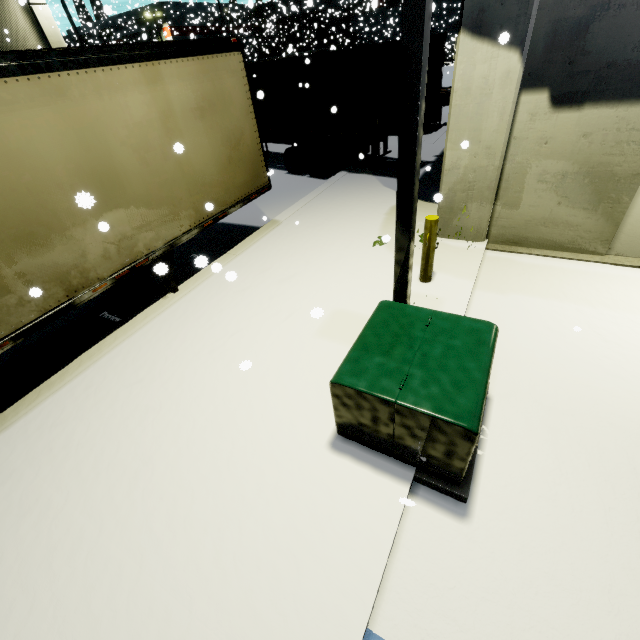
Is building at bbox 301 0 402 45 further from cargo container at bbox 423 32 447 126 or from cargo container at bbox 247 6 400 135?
cargo container at bbox 247 6 400 135

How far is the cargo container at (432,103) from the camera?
9.18m

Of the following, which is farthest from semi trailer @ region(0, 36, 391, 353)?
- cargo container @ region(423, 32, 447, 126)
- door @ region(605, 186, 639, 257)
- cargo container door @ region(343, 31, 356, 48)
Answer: cargo container door @ region(343, 31, 356, 48)

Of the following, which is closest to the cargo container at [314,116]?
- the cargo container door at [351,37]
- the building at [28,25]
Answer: the cargo container door at [351,37]

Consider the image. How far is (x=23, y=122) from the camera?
3.8 meters

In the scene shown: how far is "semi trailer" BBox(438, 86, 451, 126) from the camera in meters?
14.4

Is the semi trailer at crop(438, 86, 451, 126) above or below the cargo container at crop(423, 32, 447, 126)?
below

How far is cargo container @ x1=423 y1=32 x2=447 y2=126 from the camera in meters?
9.2
